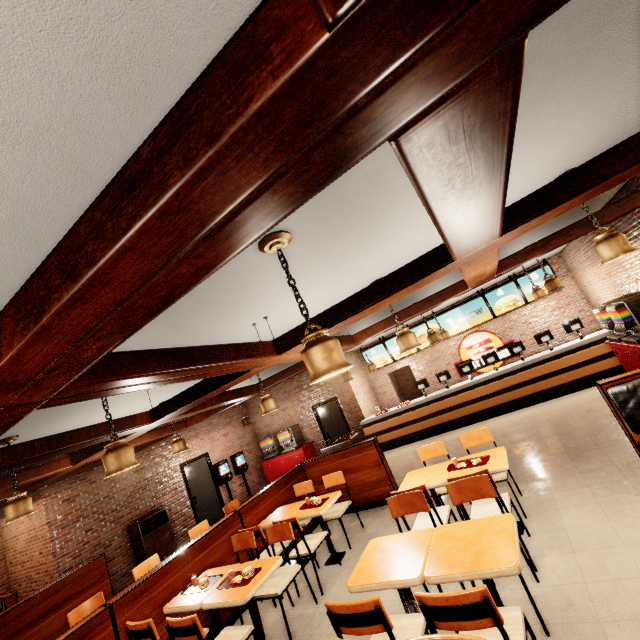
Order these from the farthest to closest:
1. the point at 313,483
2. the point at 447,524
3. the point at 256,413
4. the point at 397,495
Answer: the point at 256,413, the point at 313,483, the point at 397,495, the point at 447,524
